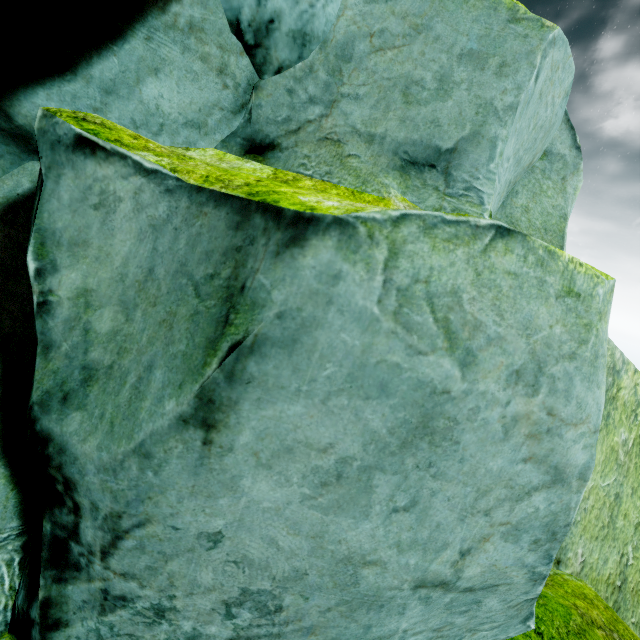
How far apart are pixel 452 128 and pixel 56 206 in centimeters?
150cm
